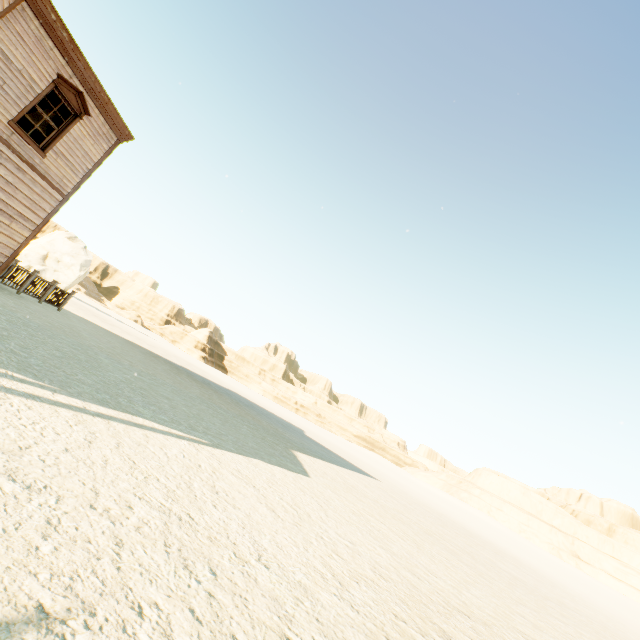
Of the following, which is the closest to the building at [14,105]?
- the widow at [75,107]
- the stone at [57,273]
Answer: the widow at [75,107]

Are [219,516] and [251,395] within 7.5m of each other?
no

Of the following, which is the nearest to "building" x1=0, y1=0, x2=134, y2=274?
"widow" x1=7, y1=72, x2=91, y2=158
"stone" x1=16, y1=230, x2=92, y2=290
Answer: "widow" x1=7, y1=72, x2=91, y2=158

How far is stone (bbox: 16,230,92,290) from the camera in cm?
3841

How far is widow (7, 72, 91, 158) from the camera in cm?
909

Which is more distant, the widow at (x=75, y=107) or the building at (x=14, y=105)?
the widow at (x=75, y=107)
